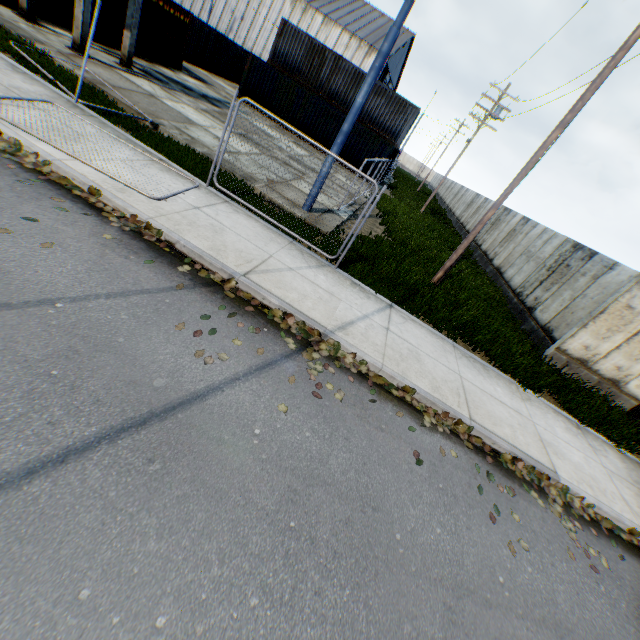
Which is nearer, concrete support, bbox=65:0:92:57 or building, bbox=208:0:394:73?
concrete support, bbox=65:0:92:57

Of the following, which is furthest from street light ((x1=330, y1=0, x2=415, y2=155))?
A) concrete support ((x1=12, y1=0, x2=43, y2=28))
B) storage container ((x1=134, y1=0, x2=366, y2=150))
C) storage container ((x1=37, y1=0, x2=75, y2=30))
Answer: storage container ((x1=134, y1=0, x2=366, y2=150))

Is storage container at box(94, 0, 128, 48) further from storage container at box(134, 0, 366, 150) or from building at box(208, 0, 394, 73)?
building at box(208, 0, 394, 73)

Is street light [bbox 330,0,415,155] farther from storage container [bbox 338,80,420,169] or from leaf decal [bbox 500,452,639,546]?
storage container [bbox 338,80,420,169]

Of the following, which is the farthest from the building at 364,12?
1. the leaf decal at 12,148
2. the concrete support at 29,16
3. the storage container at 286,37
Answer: the leaf decal at 12,148

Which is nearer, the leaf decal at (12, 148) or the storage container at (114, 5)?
the leaf decal at (12, 148)

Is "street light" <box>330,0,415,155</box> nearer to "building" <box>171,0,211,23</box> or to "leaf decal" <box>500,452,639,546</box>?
"leaf decal" <box>500,452,639,546</box>

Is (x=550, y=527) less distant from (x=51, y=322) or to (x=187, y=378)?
(x=187, y=378)
